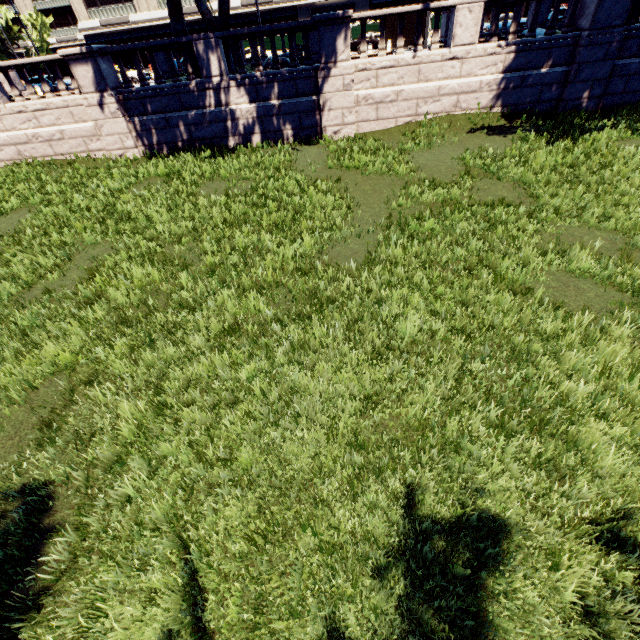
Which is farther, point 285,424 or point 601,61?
point 601,61

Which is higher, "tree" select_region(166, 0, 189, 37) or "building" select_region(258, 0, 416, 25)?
"building" select_region(258, 0, 416, 25)

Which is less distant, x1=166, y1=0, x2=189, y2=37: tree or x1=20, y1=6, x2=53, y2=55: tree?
x1=166, y1=0, x2=189, y2=37: tree

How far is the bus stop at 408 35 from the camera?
22.6 meters

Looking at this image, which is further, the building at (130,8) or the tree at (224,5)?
the building at (130,8)

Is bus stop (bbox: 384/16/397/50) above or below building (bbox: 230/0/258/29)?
below

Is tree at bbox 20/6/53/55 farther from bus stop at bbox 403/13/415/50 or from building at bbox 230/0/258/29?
building at bbox 230/0/258/29
